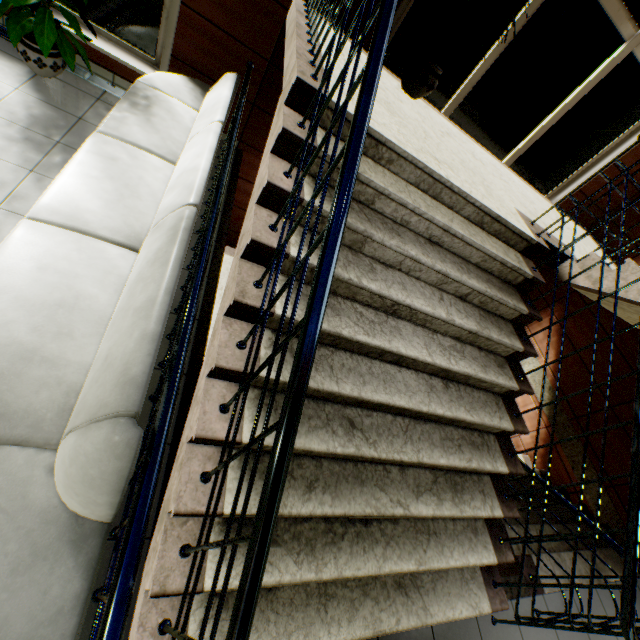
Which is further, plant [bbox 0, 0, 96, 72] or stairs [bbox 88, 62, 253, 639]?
plant [bbox 0, 0, 96, 72]

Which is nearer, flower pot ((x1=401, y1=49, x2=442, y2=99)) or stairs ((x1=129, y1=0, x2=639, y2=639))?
stairs ((x1=129, y1=0, x2=639, y2=639))

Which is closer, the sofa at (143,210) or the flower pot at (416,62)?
the sofa at (143,210)

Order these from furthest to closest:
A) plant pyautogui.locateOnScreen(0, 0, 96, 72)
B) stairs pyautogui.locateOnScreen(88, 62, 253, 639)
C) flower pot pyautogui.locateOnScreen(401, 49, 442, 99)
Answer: flower pot pyautogui.locateOnScreen(401, 49, 442, 99), plant pyautogui.locateOnScreen(0, 0, 96, 72), stairs pyautogui.locateOnScreen(88, 62, 253, 639)

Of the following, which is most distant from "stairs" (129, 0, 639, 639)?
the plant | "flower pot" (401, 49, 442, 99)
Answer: the plant

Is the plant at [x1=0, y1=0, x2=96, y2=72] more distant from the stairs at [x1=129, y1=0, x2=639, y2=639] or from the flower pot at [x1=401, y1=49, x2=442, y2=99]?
the flower pot at [x1=401, y1=49, x2=442, y2=99]

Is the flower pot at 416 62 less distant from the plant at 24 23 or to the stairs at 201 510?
the stairs at 201 510

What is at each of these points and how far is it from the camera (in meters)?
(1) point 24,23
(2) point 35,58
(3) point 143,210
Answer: (1) plant, 2.73
(2) flower pot, 3.03
(3) sofa, 2.17
